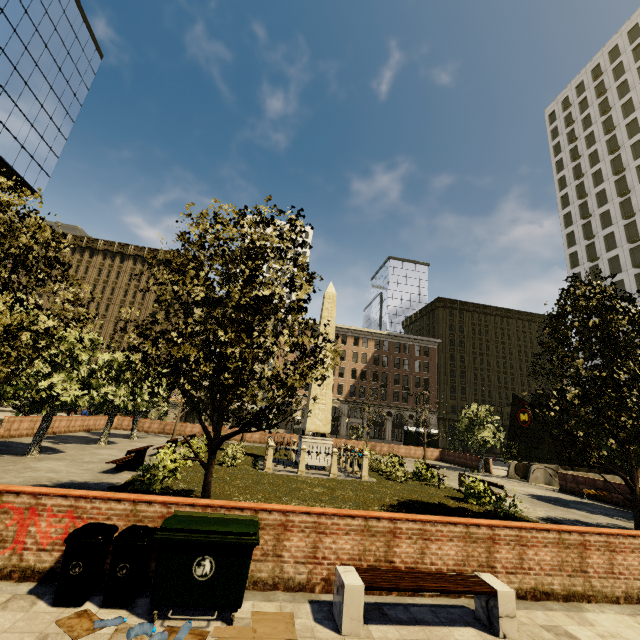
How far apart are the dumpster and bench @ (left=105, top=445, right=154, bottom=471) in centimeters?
910cm

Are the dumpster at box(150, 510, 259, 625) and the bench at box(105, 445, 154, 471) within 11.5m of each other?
yes

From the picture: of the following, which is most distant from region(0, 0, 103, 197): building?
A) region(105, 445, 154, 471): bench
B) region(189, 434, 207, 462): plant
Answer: region(189, 434, 207, 462): plant

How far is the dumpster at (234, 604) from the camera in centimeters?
434cm

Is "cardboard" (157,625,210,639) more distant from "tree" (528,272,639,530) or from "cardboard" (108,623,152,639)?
"tree" (528,272,639,530)

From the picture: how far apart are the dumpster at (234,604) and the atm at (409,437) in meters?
34.0 m

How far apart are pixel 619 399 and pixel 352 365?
48.2m

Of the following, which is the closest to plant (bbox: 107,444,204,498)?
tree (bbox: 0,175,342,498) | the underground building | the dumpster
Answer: tree (bbox: 0,175,342,498)
